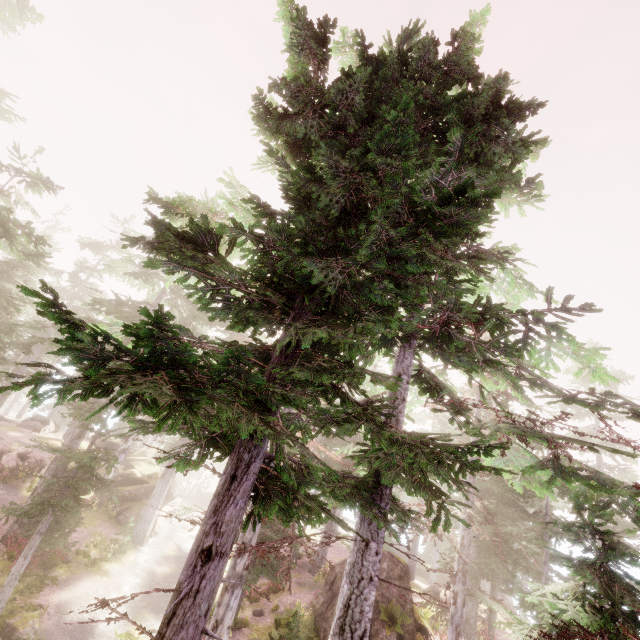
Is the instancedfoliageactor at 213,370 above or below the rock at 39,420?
above

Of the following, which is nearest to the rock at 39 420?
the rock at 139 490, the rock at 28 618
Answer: the rock at 139 490

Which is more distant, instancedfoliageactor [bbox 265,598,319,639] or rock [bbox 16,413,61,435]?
rock [bbox 16,413,61,435]

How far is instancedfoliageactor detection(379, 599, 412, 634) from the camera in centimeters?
1584cm

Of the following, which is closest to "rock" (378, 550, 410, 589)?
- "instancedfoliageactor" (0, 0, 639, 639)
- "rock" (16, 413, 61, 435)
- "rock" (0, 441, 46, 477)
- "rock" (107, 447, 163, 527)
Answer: "instancedfoliageactor" (0, 0, 639, 639)

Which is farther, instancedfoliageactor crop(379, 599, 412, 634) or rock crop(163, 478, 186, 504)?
rock crop(163, 478, 186, 504)

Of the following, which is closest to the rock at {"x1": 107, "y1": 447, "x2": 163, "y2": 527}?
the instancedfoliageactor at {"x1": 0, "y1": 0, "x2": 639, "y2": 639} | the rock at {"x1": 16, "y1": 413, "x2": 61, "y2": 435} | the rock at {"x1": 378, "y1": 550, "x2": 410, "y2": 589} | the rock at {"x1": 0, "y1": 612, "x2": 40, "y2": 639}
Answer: the instancedfoliageactor at {"x1": 0, "y1": 0, "x2": 639, "y2": 639}

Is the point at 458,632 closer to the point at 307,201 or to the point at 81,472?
the point at 307,201
